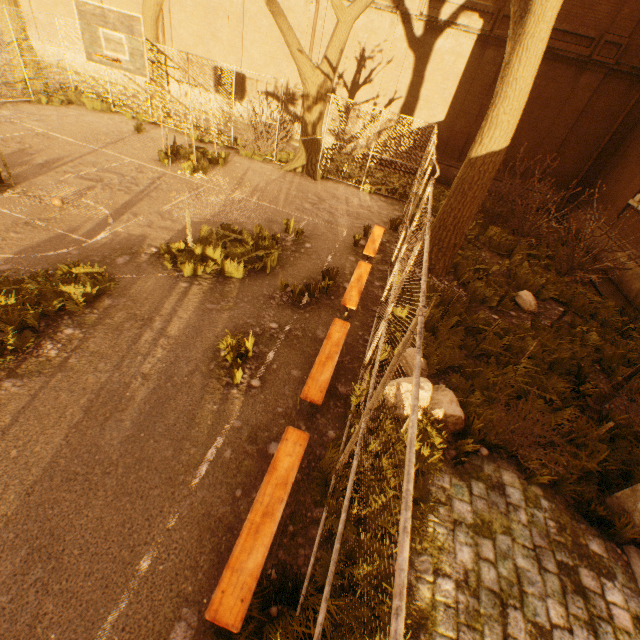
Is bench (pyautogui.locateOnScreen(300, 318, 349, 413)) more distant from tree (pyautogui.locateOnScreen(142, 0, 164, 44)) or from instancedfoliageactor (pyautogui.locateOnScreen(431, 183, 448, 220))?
instancedfoliageactor (pyautogui.locateOnScreen(431, 183, 448, 220))

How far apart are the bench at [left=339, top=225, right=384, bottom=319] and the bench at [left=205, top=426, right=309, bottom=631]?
3.00m

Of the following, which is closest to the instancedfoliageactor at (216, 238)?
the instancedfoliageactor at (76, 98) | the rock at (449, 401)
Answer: the rock at (449, 401)

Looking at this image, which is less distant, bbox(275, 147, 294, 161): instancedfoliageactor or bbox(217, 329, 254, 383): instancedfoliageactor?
bbox(217, 329, 254, 383): instancedfoliageactor

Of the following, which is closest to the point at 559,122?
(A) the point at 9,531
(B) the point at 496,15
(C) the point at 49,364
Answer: (B) the point at 496,15

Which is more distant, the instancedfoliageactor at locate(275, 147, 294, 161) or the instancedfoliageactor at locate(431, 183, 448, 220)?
the instancedfoliageactor at locate(275, 147, 294, 161)

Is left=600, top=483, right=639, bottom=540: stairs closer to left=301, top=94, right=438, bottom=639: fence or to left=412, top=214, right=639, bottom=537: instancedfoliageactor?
left=412, top=214, right=639, bottom=537: instancedfoliageactor

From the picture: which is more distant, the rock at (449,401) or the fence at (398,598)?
the rock at (449,401)
